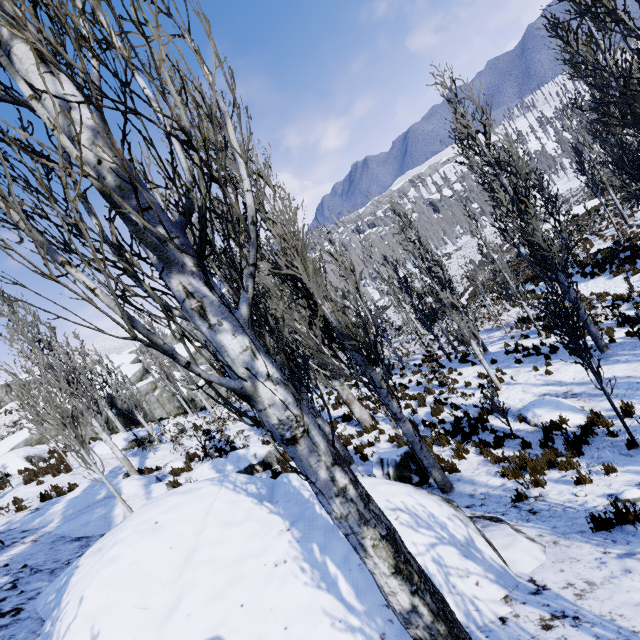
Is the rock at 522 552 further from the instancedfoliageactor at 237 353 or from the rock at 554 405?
the rock at 554 405

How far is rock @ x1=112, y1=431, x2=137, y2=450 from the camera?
18.0m

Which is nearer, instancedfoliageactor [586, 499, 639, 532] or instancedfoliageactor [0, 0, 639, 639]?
instancedfoliageactor [0, 0, 639, 639]

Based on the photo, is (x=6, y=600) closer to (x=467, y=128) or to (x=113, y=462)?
(x=113, y=462)

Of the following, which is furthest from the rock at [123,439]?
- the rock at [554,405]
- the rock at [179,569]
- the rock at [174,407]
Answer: the rock at [554,405]

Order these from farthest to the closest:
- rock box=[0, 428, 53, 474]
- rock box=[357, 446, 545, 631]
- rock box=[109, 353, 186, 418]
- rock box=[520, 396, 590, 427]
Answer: rock box=[109, 353, 186, 418], rock box=[0, 428, 53, 474], rock box=[520, 396, 590, 427], rock box=[357, 446, 545, 631]

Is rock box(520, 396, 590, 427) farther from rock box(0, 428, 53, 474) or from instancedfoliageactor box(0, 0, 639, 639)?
rock box(0, 428, 53, 474)

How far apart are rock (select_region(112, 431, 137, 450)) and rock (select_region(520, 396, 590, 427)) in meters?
19.0
